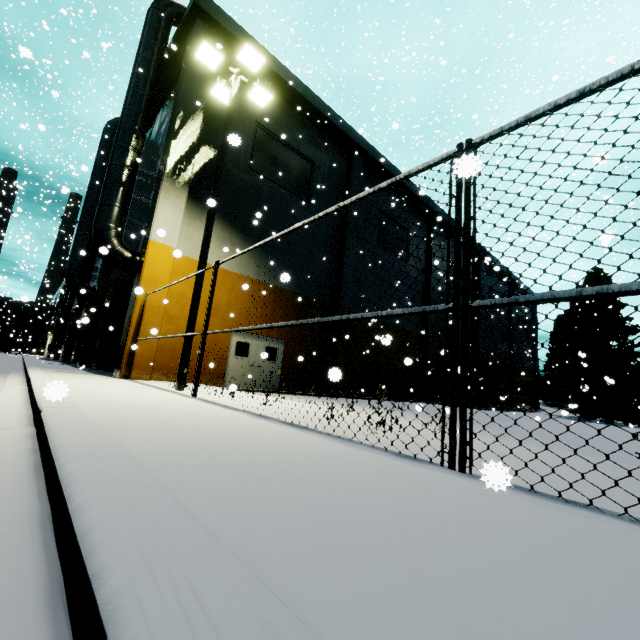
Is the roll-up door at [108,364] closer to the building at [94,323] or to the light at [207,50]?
the building at [94,323]

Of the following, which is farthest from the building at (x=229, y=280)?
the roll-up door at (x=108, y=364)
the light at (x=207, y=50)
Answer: the light at (x=207, y=50)

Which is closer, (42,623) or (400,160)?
(42,623)

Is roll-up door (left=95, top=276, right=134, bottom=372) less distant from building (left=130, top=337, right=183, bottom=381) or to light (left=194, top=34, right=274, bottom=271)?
building (left=130, top=337, right=183, bottom=381)

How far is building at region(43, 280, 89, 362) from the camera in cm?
2542

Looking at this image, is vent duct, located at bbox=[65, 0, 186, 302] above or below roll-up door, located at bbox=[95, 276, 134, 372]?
above
